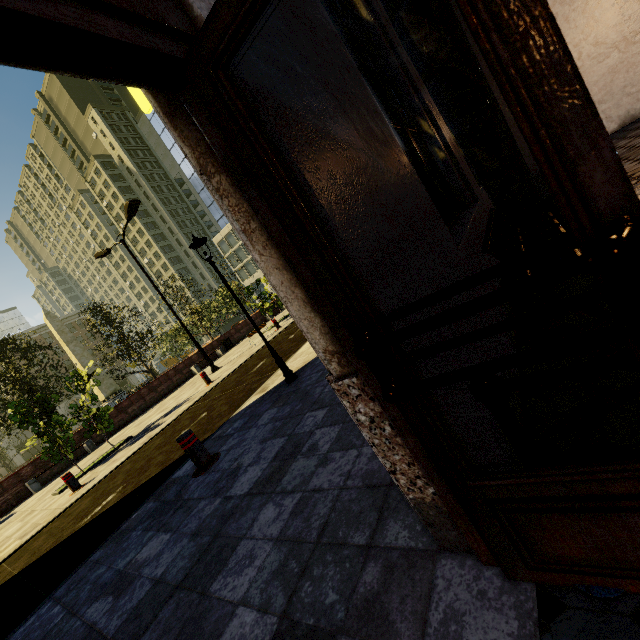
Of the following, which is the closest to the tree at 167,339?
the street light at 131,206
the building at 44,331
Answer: the building at 44,331

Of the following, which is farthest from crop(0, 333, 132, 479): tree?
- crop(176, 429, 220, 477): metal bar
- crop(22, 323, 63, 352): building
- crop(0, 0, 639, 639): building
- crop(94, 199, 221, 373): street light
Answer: crop(0, 0, 639, 639): building

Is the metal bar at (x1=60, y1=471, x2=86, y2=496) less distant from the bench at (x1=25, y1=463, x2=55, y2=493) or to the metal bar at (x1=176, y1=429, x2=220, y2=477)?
the metal bar at (x1=176, y1=429, x2=220, y2=477)

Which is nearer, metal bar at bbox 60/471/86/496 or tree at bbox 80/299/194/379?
metal bar at bbox 60/471/86/496

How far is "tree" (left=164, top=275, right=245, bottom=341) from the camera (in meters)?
27.11

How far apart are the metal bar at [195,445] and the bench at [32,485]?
14.9 meters

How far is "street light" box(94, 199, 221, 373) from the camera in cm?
1341

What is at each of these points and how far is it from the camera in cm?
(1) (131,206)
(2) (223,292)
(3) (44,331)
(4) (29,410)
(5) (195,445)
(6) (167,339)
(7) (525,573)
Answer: (1) street light, 1332
(2) tree, 3494
(3) building, 5756
(4) tree, 992
(5) metal bar, 442
(6) tree, 4484
(7) building, 124
